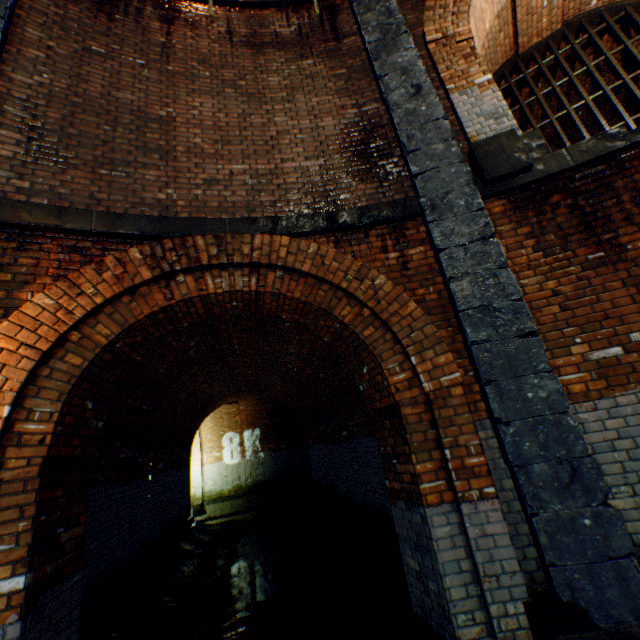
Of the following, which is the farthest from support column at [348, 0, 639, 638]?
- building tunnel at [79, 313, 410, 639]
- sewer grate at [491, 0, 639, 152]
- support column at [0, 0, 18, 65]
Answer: support column at [0, 0, 18, 65]

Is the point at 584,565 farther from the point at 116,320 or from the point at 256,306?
the point at 116,320

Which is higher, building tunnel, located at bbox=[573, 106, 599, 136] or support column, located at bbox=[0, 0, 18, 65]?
building tunnel, located at bbox=[573, 106, 599, 136]

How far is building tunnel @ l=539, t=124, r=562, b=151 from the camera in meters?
9.3 m

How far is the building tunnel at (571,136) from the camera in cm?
922

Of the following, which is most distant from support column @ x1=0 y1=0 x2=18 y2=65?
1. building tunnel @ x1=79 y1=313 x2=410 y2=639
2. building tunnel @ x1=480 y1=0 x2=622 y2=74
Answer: building tunnel @ x1=480 y1=0 x2=622 y2=74
